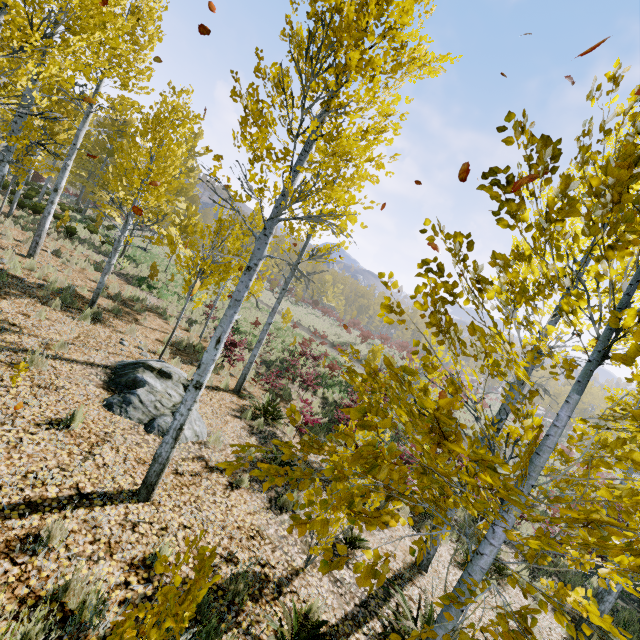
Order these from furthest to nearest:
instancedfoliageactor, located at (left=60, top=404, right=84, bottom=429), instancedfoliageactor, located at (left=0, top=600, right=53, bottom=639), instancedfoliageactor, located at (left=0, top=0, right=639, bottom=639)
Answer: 1. instancedfoliageactor, located at (left=60, top=404, right=84, bottom=429)
2. instancedfoliageactor, located at (left=0, top=600, right=53, bottom=639)
3. instancedfoliageactor, located at (left=0, top=0, right=639, bottom=639)

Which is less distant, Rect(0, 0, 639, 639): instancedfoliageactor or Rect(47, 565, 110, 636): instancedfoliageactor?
Rect(0, 0, 639, 639): instancedfoliageactor

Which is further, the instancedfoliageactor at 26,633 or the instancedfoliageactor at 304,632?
the instancedfoliageactor at 304,632

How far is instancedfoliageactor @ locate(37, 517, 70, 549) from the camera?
3.2m

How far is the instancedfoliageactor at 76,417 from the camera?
4.9m

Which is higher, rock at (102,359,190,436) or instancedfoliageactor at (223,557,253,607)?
rock at (102,359,190,436)

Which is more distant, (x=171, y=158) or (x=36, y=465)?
(x=171, y=158)
